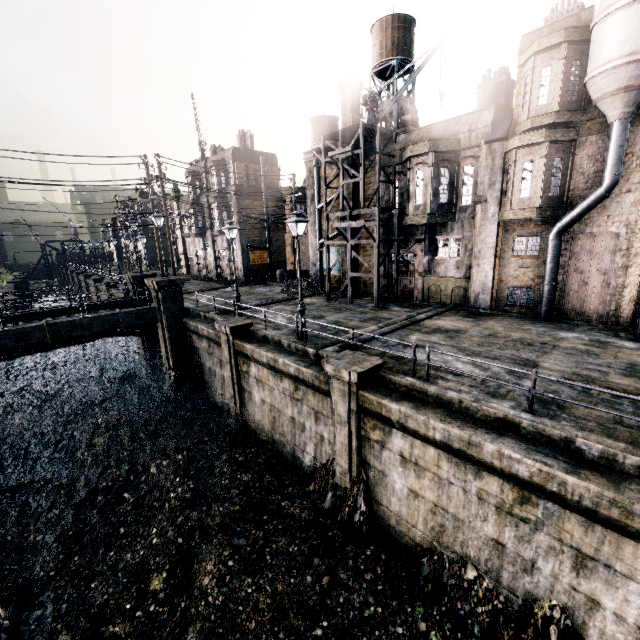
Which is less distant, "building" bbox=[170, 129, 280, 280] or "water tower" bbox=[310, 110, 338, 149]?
"building" bbox=[170, 129, 280, 280]

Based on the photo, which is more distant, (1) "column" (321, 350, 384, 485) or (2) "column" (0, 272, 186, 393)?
(2) "column" (0, 272, 186, 393)

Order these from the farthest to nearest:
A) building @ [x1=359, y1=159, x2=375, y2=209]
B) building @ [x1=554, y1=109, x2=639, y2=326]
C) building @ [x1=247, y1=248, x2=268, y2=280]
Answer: building @ [x1=247, y1=248, x2=268, y2=280] → building @ [x1=359, y1=159, x2=375, y2=209] → building @ [x1=554, y1=109, x2=639, y2=326]

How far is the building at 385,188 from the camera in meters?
A: 23.1 m

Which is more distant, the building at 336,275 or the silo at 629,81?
the building at 336,275

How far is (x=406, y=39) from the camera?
24.8m

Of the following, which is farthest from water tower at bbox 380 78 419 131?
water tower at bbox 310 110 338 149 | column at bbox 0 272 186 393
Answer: water tower at bbox 310 110 338 149

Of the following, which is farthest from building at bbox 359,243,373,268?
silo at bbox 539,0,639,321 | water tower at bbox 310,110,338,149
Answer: water tower at bbox 310,110,338,149
